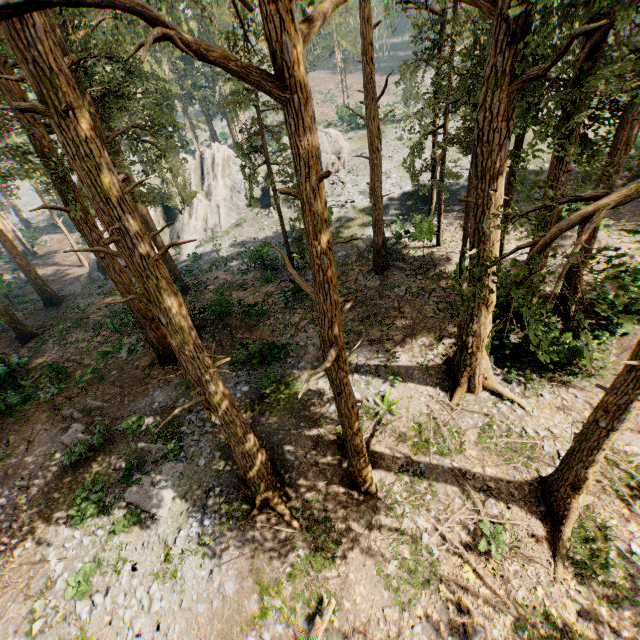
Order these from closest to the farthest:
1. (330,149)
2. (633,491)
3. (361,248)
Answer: (633,491) < (361,248) < (330,149)

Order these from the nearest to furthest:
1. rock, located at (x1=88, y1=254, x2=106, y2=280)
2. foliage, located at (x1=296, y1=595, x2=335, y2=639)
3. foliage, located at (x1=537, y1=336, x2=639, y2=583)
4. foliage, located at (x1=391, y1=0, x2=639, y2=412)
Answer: foliage, located at (x1=391, y1=0, x2=639, y2=412)
foliage, located at (x1=537, y1=336, x2=639, y2=583)
foliage, located at (x1=296, y1=595, x2=335, y2=639)
rock, located at (x1=88, y1=254, x2=106, y2=280)

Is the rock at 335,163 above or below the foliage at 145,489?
above

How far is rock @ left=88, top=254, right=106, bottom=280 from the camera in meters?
34.8 m

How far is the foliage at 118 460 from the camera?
13.0 meters

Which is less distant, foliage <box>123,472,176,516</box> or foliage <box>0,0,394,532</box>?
foliage <box>0,0,394,532</box>
